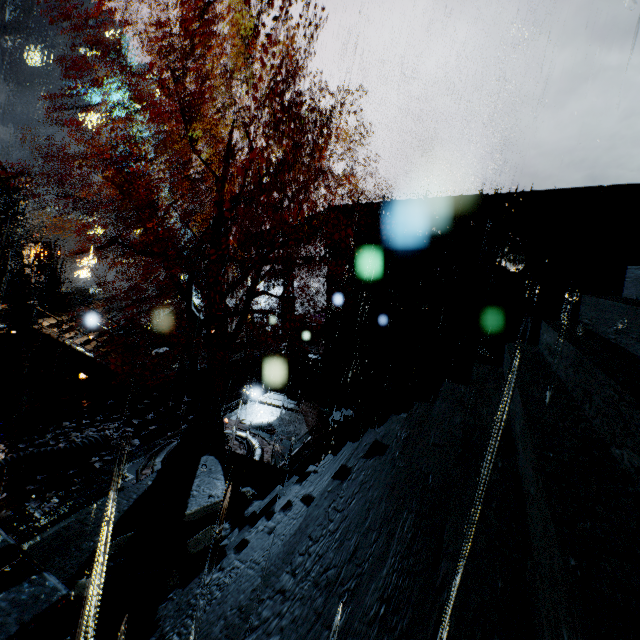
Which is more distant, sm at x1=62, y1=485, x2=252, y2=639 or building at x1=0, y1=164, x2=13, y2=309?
building at x1=0, y1=164, x2=13, y2=309

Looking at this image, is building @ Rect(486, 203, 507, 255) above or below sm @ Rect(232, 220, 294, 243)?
above

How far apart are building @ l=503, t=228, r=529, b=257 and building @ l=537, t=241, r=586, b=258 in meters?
0.5 m

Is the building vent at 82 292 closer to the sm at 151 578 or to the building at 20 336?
the building at 20 336

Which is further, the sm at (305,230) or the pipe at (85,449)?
the sm at (305,230)

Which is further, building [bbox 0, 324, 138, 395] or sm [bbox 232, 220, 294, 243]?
sm [bbox 232, 220, 294, 243]

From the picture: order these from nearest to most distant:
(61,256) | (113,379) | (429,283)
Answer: (429,283)
(113,379)
(61,256)

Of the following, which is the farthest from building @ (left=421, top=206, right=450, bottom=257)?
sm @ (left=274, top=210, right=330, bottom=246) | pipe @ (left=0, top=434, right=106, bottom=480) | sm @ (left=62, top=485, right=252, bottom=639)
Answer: sm @ (left=62, top=485, right=252, bottom=639)
